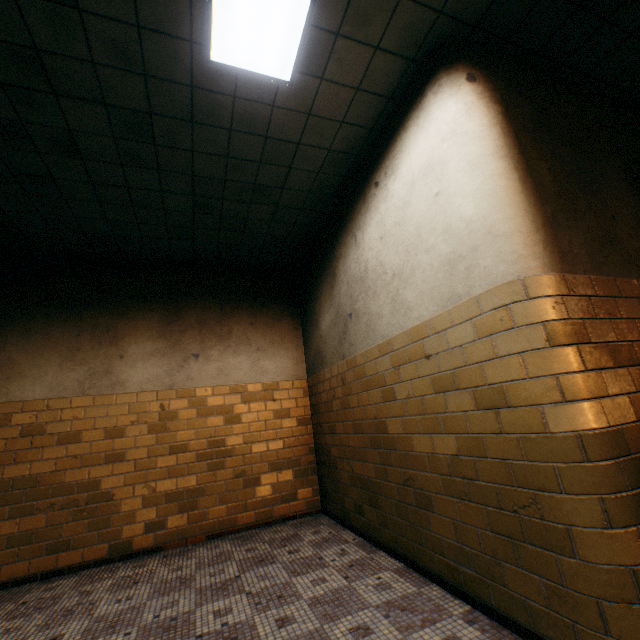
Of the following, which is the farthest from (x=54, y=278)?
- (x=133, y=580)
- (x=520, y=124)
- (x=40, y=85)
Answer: (x=520, y=124)
